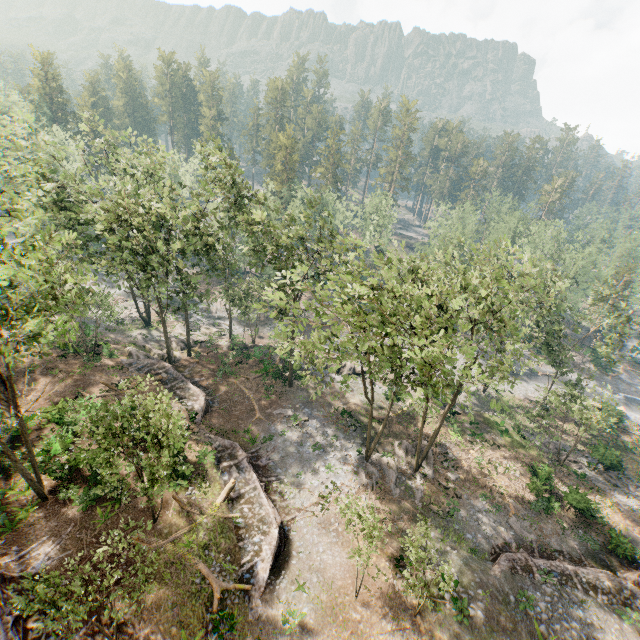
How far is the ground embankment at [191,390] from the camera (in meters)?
29.25

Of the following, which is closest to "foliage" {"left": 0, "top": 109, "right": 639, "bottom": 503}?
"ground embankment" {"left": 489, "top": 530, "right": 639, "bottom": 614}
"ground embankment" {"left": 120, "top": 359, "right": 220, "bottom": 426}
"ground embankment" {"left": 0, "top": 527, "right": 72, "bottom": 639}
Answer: "ground embankment" {"left": 120, "top": 359, "right": 220, "bottom": 426}

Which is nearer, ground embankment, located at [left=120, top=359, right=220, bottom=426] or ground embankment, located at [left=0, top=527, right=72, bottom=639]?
ground embankment, located at [left=0, top=527, right=72, bottom=639]

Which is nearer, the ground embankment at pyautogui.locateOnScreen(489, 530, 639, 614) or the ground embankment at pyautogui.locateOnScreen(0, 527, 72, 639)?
the ground embankment at pyautogui.locateOnScreen(0, 527, 72, 639)

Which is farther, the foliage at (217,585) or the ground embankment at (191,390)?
the ground embankment at (191,390)

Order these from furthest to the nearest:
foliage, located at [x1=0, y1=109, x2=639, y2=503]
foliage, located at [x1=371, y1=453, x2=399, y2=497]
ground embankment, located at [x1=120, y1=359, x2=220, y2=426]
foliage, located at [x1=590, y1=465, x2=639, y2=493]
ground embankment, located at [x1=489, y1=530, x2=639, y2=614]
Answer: foliage, located at [x1=590, y1=465, x2=639, y2=493]
ground embankment, located at [x1=120, y1=359, x2=220, y2=426]
foliage, located at [x1=371, y1=453, x2=399, y2=497]
ground embankment, located at [x1=489, y1=530, x2=639, y2=614]
foliage, located at [x1=0, y1=109, x2=639, y2=503]

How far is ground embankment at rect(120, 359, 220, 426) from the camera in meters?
29.2 m

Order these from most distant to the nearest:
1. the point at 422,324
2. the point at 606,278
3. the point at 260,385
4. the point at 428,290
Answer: the point at 260,385
the point at 606,278
the point at 428,290
the point at 422,324
